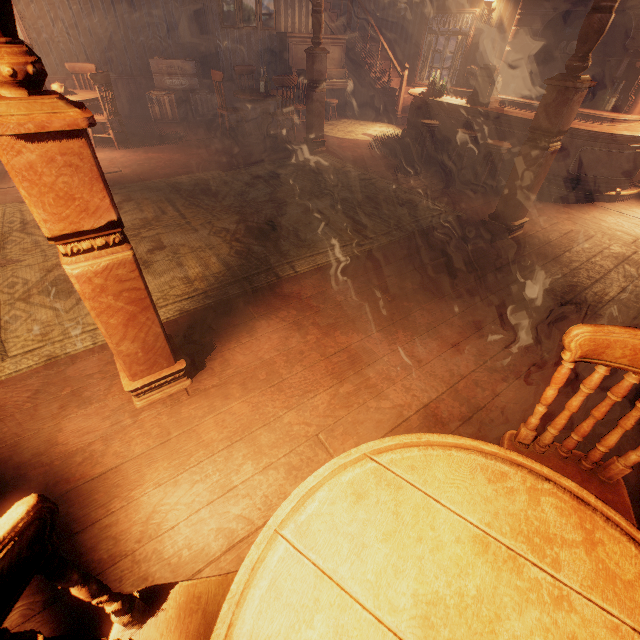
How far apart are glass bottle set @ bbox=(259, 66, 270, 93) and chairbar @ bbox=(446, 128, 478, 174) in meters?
4.2 m

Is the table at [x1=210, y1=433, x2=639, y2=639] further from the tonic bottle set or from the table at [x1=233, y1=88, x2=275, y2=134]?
the tonic bottle set

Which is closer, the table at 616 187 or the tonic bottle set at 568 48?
the table at 616 187

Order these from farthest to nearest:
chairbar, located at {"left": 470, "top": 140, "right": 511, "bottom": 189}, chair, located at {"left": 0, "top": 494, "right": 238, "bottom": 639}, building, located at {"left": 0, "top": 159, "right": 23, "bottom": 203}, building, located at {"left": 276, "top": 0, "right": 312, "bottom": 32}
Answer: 1. building, located at {"left": 276, "top": 0, "right": 312, "bottom": 32}
2. chairbar, located at {"left": 470, "top": 140, "right": 511, "bottom": 189}
3. building, located at {"left": 0, "top": 159, "right": 23, "bottom": 203}
4. chair, located at {"left": 0, "top": 494, "right": 238, "bottom": 639}

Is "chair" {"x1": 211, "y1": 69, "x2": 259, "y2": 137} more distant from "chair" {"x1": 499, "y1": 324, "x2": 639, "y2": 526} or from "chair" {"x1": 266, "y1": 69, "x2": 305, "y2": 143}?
"chair" {"x1": 499, "y1": 324, "x2": 639, "y2": 526}

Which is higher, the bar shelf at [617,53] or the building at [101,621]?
the bar shelf at [617,53]

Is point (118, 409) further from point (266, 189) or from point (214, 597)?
point (266, 189)

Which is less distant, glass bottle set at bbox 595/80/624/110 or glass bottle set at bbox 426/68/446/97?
glass bottle set at bbox 595/80/624/110
